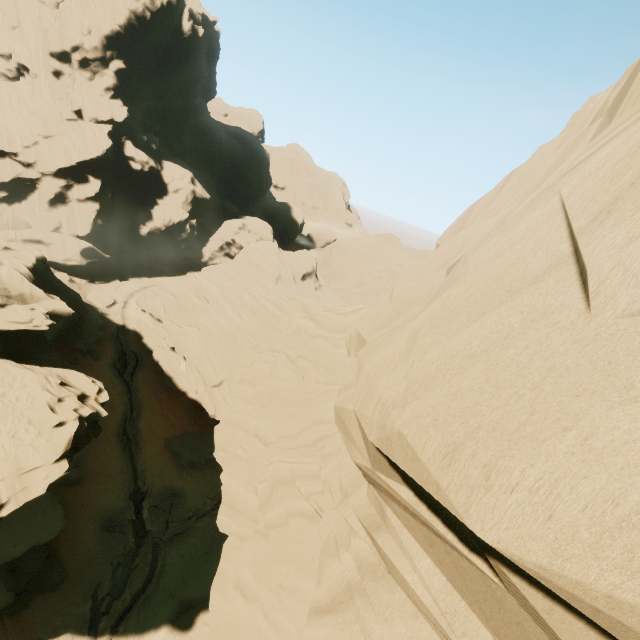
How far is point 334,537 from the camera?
5.8m

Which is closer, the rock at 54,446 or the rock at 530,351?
the rock at 530,351

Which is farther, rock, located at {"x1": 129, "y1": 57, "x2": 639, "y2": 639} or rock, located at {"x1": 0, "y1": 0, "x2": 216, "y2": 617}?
rock, located at {"x1": 0, "y1": 0, "x2": 216, "y2": 617}
